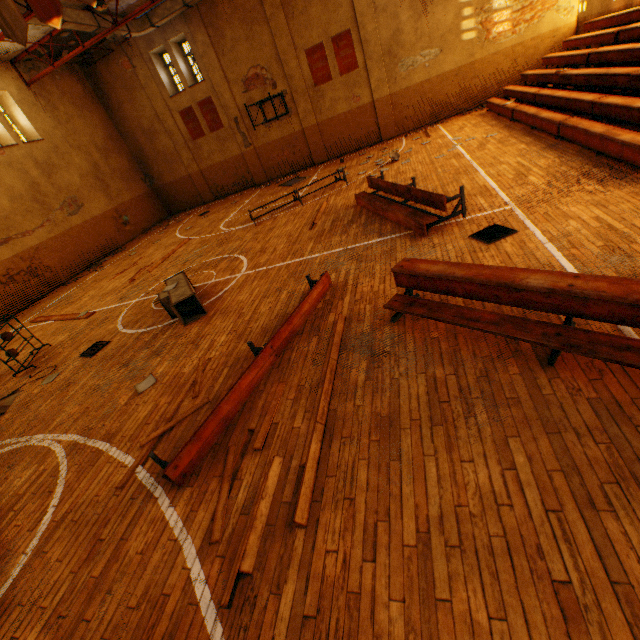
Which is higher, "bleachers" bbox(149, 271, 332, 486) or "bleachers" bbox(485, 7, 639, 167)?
"bleachers" bbox(485, 7, 639, 167)

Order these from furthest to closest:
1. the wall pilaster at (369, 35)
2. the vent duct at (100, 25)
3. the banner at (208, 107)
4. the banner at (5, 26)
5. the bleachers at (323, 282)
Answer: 1. the banner at (208, 107)
2. the wall pilaster at (369, 35)
3. the vent duct at (100, 25)
4. the banner at (5, 26)
5. the bleachers at (323, 282)

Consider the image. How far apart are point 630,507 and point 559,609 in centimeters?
84cm

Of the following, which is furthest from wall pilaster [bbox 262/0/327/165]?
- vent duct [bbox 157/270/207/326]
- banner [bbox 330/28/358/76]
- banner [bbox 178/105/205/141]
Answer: vent duct [bbox 157/270/207/326]

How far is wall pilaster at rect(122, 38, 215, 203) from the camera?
17.3 meters

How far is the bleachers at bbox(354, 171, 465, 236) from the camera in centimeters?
628cm

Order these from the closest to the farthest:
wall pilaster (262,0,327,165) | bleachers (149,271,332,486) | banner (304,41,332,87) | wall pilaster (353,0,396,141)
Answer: bleachers (149,271,332,486) → wall pilaster (353,0,396,141) → wall pilaster (262,0,327,165) → banner (304,41,332,87)

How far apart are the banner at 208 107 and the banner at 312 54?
5.6m
